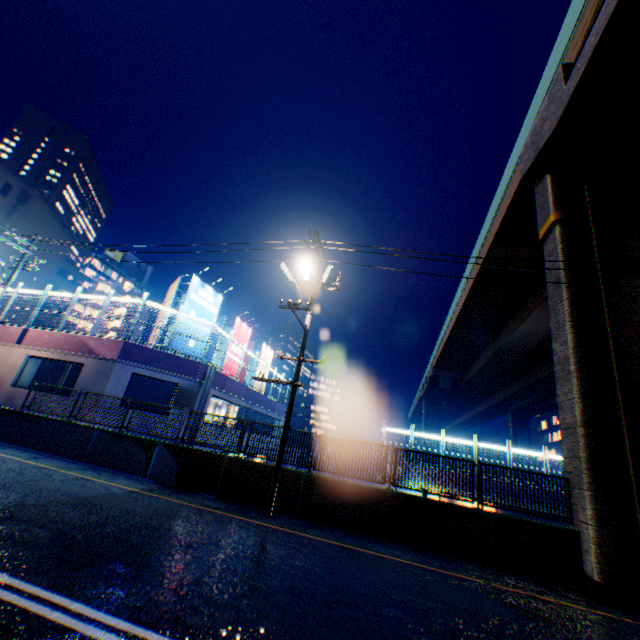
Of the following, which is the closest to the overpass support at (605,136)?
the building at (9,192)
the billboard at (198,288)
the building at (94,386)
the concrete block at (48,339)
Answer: the building at (94,386)

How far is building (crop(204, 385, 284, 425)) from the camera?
18.65m

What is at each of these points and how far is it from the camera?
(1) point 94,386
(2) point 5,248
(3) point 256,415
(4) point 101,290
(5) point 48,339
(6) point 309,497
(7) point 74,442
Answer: (1) building, 14.8m
(2) building, 48.5m
(3) building, 26.0m
(4) building, 51.5m
(5) concrete block, 16.5m
(6) overpass support, 10.1m
(7) overpass support, 12.4m

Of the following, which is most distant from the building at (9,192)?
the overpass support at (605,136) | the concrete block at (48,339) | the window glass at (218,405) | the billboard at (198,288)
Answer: the window glass at (218,405)

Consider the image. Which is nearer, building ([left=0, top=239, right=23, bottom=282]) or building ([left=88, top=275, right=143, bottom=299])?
building ([left=0, top=239, right=23, bottom=282])

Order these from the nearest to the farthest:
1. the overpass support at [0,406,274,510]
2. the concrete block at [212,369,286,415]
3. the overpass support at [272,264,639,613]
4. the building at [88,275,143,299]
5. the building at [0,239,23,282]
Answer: the overpass support at [272,264,639,613] → the overpass support at [0,406,274,510] → the concrete block at [212,369,286,415] → the building at [0,239,23,282] → the building at [88,275,143,299]

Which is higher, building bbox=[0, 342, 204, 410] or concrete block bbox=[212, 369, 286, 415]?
concrete block bbox=[212, 369, 286, 415]

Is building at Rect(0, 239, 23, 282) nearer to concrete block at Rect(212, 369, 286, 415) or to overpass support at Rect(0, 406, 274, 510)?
concrete block at Rect(212, 369, 286, 415)
